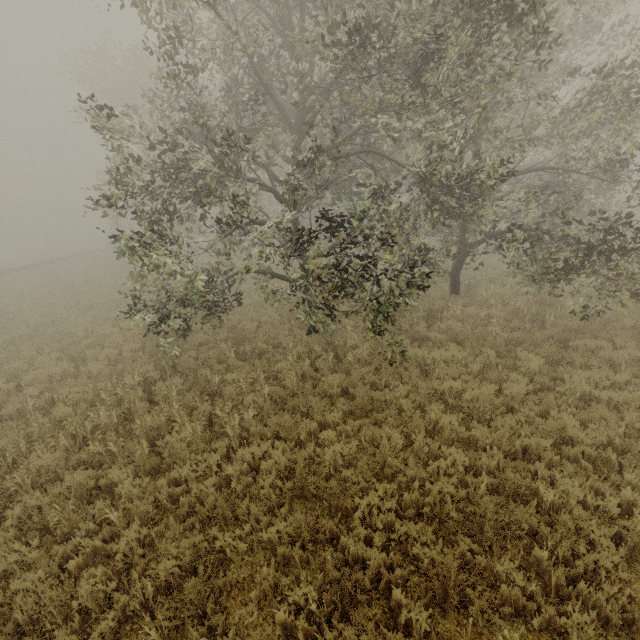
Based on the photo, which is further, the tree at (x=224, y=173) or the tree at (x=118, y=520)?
the tree at (x=224, y=173)

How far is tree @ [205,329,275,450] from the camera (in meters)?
6.82

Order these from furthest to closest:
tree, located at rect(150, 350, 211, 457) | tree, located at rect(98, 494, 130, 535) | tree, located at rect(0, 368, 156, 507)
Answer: tree, located at rect(150, 350, 211, 457)
tree, located at rect(0, 368, 156, 507)
tree, located at rect(98, 494, 130, 535)

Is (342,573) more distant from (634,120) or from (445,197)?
(634,120)

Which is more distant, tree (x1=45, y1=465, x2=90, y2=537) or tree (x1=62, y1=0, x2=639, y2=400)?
tree (x1=62, y1=0, x2=639, y2=400)

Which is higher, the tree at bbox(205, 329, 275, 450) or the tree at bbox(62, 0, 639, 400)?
the tree at bbox(62, 0, 639, 400)

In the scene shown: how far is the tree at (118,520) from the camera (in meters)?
4.93
